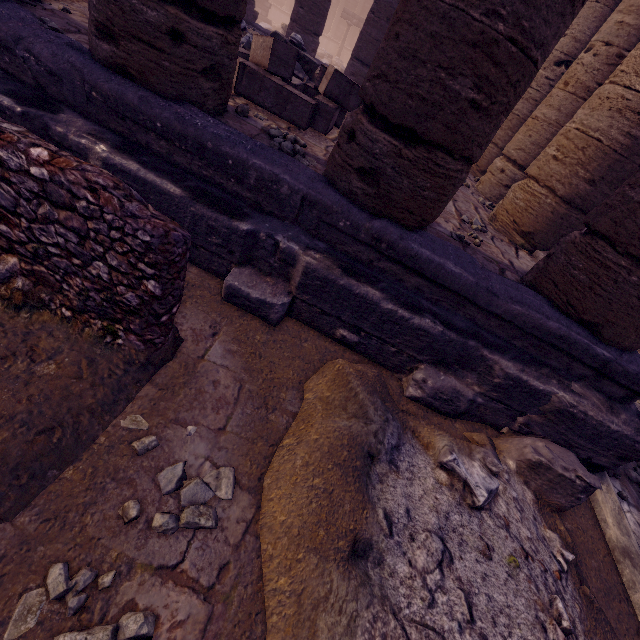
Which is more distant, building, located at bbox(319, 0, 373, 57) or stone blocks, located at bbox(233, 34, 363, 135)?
building, located at bbox(319, 0, 373, 57)

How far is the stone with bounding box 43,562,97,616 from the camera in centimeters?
118cm

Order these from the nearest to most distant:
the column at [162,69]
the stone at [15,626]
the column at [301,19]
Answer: the stone at [15,626] → the column at [162,69] → the column at [301,19]

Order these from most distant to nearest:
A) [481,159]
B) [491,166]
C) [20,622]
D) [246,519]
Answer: [481,159] < [491,166] < [246,519] < [20,622]

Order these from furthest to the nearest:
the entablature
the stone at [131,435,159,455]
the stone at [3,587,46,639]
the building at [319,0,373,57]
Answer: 1. the building at [319,0,373,57]
2. the entablature
3. the stone at [131,435,159,455]
4. the stone at [3,587,46,639]

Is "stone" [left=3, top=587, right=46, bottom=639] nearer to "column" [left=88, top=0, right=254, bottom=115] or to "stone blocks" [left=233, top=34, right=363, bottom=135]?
"column" [left=88, top=0, right=254, bottom=115]

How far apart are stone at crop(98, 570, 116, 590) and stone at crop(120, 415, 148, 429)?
0.47m

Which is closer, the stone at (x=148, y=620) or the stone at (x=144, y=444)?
the stone at (x=148, y=620)
